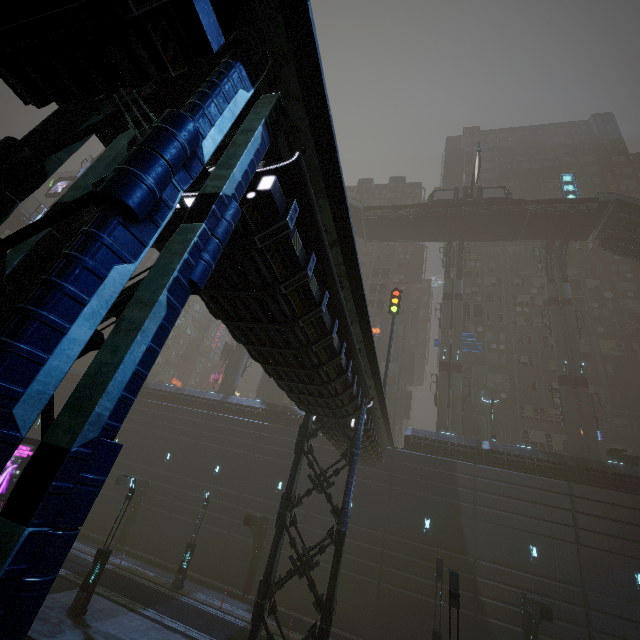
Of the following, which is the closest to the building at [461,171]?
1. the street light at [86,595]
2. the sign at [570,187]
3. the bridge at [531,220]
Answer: the street light at [86,595]

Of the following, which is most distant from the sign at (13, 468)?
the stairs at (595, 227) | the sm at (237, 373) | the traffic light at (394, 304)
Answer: the stairs at (595, 227)

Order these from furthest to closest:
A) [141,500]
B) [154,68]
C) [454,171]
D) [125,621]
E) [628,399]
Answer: [454,171], [628,399], [141,500], [125,621], [154,68]

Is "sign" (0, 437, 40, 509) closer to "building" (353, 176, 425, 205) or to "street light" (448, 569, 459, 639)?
"building" (353, 176, 425, 205)

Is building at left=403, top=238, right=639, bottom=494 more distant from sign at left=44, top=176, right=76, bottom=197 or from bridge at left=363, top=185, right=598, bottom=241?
sign at left=44, top=176, right=76, bottom=197

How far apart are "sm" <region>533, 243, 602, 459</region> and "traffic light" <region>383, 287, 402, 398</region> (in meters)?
18.02

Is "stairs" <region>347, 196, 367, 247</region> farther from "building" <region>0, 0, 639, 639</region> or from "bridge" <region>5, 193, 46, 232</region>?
"building" <region>0, 0, 639, 639</region>

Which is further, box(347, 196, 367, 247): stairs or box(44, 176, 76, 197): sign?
box(347, 196, 367, 247): stairs
